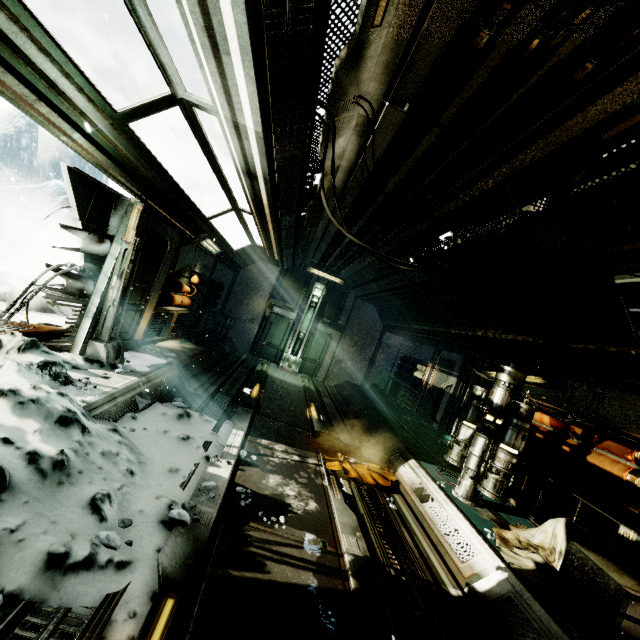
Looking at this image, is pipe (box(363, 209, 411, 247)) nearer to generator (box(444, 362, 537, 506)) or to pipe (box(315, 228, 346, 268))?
pipe (box(315, 228, 346, 268))

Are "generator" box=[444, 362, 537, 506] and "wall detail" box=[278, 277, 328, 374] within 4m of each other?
no

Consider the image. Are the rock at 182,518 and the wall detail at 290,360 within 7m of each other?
no

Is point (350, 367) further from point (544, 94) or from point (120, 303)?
point (544, 94)

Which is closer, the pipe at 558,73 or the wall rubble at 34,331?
the pipe at 558,73

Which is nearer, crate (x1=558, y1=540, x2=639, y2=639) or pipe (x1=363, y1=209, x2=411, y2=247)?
crate (x1=558, y1=540, x2=639, y2=639)

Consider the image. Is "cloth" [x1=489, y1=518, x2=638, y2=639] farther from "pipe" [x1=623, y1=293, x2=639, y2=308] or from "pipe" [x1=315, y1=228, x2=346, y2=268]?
"pipe" [x1=315, y1=228, x2=346, y2=268]

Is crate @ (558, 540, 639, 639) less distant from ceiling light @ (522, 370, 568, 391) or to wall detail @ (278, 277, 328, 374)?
ceiling light @ (522, 370, 568, 391)
